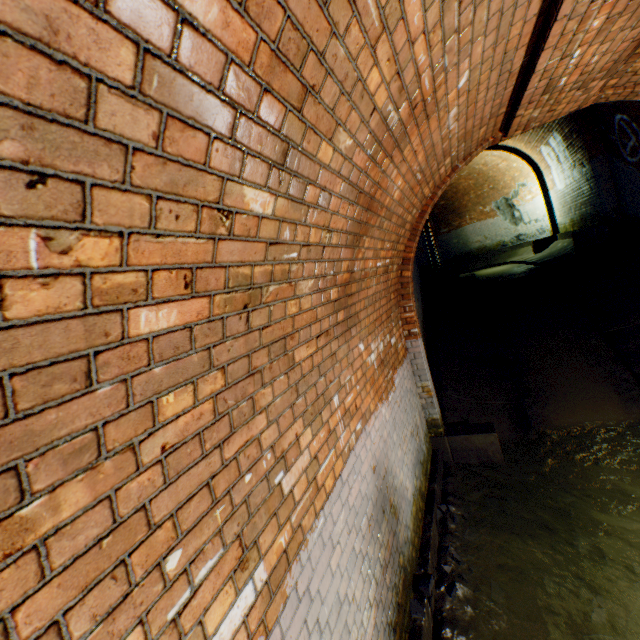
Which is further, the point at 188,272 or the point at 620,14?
the point at 620,14

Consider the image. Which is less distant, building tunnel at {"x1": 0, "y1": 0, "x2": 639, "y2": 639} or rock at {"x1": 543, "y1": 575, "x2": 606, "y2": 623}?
building tunnel at {"x1": 0, "y1": 0, "x2": 639, "y2": 639}

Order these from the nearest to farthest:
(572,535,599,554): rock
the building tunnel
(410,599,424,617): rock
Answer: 1. the building tunnel
2. (410,599,424,617): rock
3. (572,535,599,554): rock

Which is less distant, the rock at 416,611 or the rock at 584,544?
the rock at 416,611

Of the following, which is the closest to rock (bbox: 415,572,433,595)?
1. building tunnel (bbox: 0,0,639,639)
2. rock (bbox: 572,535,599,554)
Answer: building tunnel (bbox: 0,0,639,639)

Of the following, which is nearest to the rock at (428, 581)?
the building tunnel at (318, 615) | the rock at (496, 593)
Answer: the building tunnel at (318, 615)

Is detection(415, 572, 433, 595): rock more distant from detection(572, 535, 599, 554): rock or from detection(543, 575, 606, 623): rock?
detection(572, 535, 599, 554): rock

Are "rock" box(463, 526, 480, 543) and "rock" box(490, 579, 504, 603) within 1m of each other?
yes
